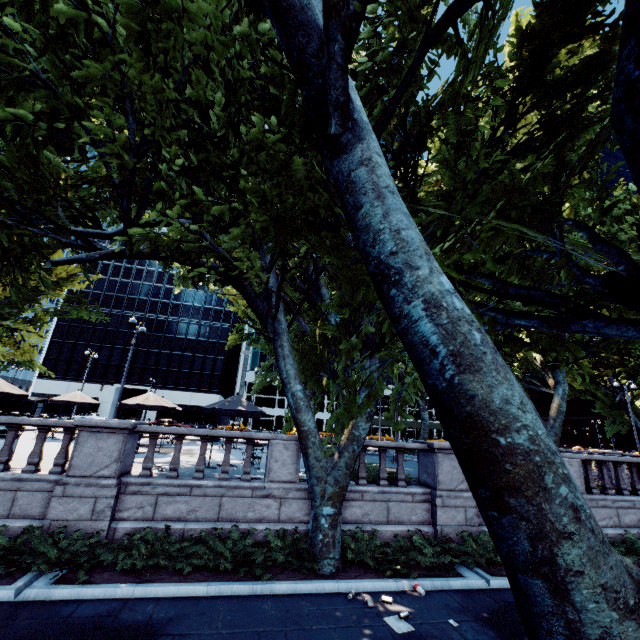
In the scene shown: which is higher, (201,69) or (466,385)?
(201,69)

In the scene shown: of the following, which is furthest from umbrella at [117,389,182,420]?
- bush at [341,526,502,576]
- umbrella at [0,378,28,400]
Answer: bush at [341,526,502,576]

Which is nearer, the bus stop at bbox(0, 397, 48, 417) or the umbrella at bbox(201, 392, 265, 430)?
the umbrella at bbox(201, 392, 265, 430)

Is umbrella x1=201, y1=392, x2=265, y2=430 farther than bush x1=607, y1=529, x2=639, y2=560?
Yes

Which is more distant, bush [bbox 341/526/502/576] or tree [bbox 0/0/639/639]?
bush [bbox 341/526/502/576]

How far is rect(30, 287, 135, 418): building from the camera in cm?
5462

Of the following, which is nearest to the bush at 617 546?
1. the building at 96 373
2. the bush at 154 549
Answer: the bush at 154 549

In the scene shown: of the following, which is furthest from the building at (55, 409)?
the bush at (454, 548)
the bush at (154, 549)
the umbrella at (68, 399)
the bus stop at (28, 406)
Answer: the bush at (454, 548)
